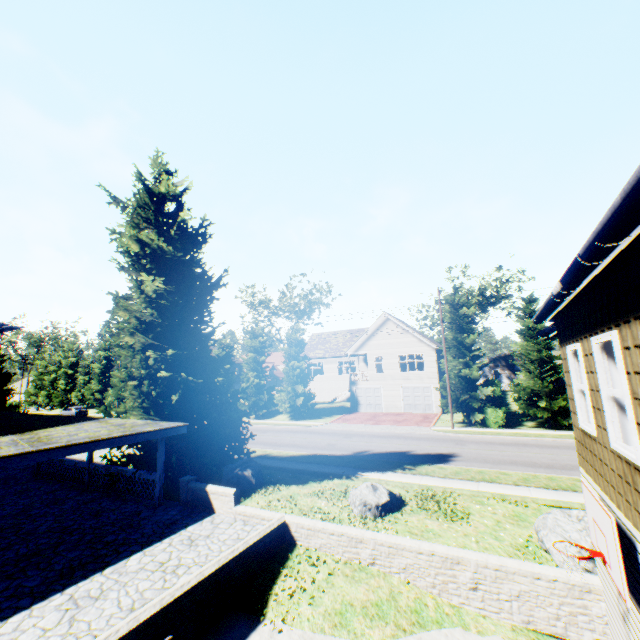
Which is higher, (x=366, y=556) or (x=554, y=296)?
(x=554, y=296)

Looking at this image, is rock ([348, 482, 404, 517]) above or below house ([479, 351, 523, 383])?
below

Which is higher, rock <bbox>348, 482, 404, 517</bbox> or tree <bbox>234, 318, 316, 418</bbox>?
tree <bbox>234, 318, 316, 418</bbox>

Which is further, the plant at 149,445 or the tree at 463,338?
the tree at 463,338

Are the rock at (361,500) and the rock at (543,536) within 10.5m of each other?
yes

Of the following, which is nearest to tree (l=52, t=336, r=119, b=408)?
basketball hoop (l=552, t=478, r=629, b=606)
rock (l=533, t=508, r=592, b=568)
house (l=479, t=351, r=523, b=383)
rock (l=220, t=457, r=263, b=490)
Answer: house (l=479, t=351, r=523, b=383)

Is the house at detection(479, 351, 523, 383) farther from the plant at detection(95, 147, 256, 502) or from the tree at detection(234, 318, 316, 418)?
the plant at detection(95, 147, 256, 502)

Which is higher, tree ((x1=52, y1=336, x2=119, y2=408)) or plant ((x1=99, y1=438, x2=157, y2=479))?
tree ((x1=52, y1=336, x2=119, y2=408))
